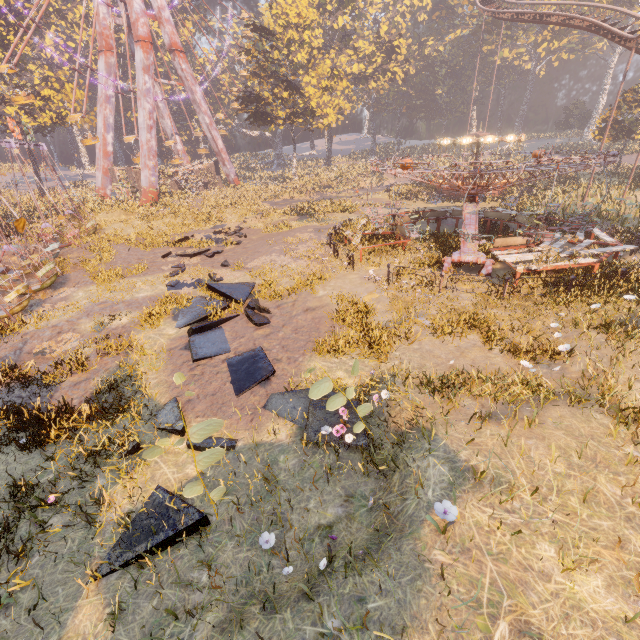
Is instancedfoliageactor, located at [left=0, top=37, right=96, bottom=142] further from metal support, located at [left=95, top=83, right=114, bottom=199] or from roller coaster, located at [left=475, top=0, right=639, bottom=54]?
roller coaster, located at [left=475, top=0, right=639, bottom=54]

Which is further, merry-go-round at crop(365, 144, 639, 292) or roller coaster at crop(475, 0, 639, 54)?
Result: roller coaster at crop(475, 0, 639, 54)

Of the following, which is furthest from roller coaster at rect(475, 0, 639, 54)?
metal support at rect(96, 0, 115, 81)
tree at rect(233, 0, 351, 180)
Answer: metal support at rect(96, 0, 115, 81)

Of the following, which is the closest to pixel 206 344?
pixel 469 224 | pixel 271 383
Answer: pixel 271 383

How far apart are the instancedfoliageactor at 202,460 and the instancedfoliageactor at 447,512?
2.8 meters

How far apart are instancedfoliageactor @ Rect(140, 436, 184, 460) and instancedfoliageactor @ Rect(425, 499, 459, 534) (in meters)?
2.76

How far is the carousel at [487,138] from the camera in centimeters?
2846cm

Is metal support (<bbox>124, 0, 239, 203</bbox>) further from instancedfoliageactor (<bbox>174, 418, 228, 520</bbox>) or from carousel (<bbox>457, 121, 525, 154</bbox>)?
instancedfoliageactor (<bbox>174, 418, 228, 520</bbox>)
